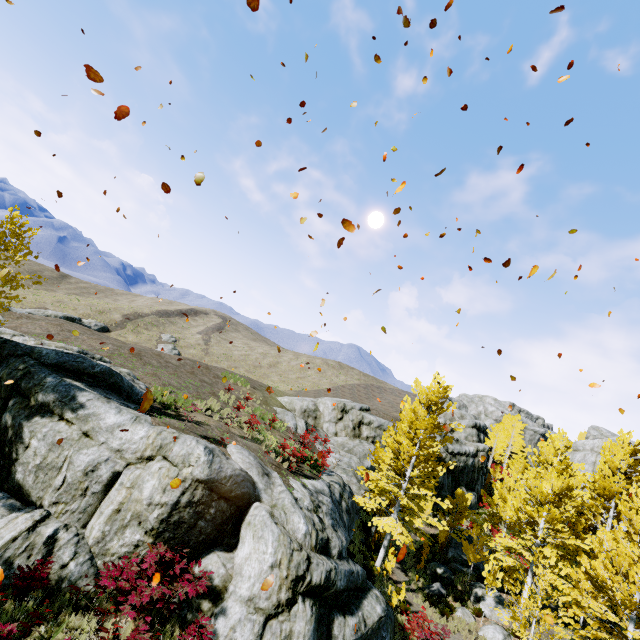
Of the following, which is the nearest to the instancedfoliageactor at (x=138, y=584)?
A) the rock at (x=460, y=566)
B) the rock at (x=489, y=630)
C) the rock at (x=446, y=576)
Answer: the rock at (x=489, y=630)

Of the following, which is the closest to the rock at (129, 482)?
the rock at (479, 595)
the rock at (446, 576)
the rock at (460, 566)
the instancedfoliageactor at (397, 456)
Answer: the instancedfoliageactor at (397, 456)

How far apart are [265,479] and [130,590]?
5.0 meters

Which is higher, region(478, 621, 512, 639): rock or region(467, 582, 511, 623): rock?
region(467, 582, 511, 623): rock

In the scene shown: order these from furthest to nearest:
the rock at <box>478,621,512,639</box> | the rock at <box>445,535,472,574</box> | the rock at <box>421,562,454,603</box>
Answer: the rock at <box>445,535,472,574</box> < the rock at <box>421,562,454,603</box> < the rock at <box>478,621,512,639</box>

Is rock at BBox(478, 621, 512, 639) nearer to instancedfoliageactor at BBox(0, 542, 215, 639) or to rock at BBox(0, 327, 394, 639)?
rock at BBox(0, 327, 394, 639)

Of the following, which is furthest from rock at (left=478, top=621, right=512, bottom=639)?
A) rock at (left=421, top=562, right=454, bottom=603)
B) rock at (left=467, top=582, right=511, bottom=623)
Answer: rock at (left=421, top=562, right=454, bottom=603)

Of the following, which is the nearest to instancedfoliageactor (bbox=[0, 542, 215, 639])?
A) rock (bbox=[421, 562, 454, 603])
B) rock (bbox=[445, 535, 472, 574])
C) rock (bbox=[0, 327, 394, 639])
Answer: rock (bbox=[0, 327, 394, 639])
